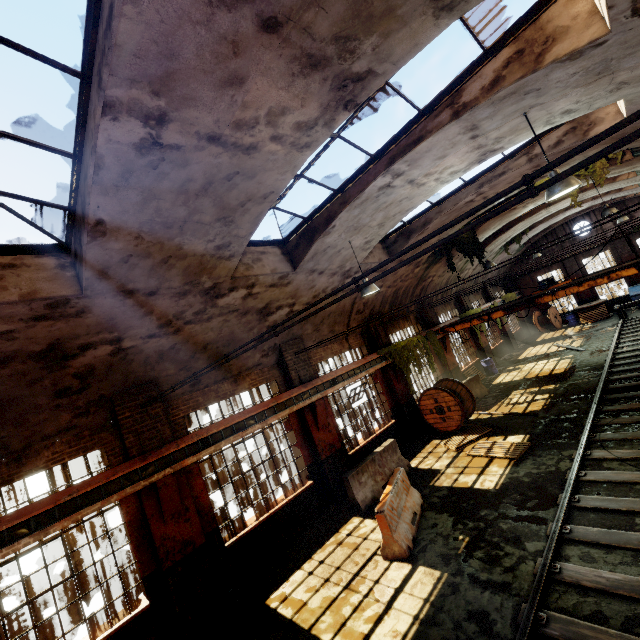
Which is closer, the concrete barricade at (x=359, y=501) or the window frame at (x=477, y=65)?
the window frame at (x=477, y=65)

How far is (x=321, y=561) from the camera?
7.9m

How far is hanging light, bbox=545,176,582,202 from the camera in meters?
5.5 m

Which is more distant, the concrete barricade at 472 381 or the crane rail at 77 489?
the concrete barricade at 472 381

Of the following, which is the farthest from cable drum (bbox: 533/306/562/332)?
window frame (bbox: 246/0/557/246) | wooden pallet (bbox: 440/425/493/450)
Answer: window frame (bbox: 246/0/557/246)

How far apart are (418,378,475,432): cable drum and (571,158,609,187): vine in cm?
787

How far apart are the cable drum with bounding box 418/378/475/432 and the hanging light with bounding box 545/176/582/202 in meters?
8.4 m

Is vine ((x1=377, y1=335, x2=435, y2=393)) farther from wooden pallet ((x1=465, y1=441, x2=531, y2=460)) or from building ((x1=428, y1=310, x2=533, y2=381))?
wooden pallet ((x1=465, y1=441, x2=531, y2=460))
